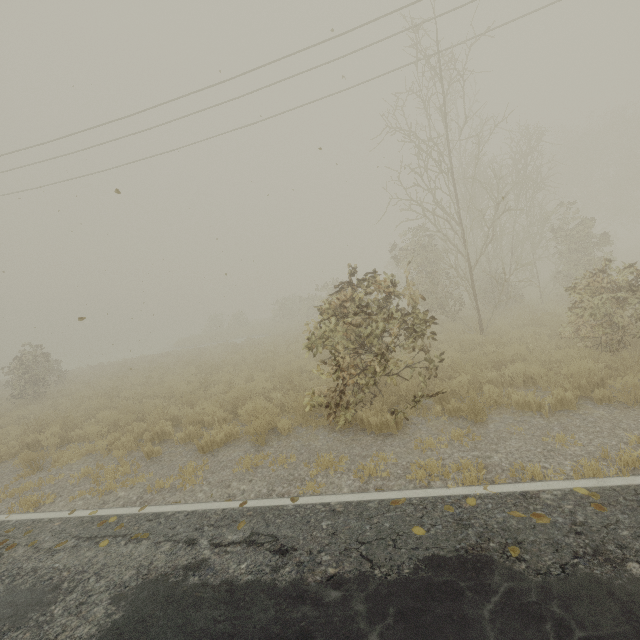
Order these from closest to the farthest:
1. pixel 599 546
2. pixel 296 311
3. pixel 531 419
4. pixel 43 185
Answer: pixel 599 546 → pixel 531 419 → pixel 43 185 → pixel 296 311

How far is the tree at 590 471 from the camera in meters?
3.8

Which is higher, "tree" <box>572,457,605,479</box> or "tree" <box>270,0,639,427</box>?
"tree" <box>270,0,639,427</box>

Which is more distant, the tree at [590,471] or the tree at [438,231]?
the tree at [438,231]

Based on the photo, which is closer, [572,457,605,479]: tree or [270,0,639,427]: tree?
[572,457,605,479]: tree

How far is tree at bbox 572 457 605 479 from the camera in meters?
3.8
